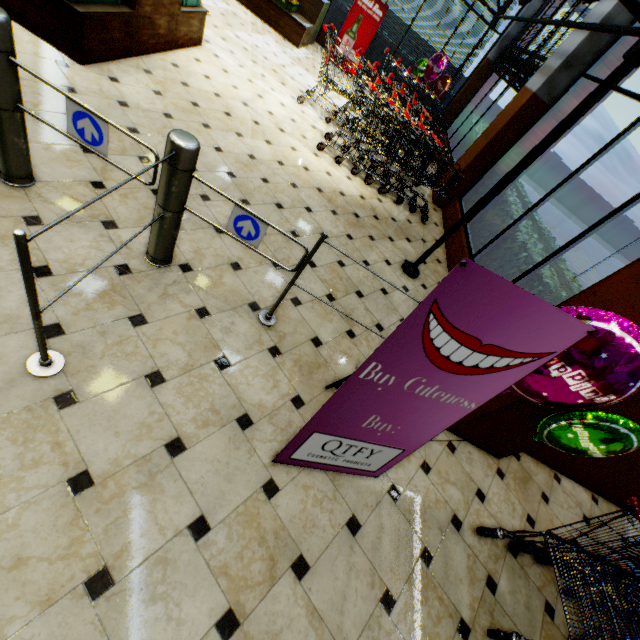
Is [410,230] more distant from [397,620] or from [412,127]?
[397,620]

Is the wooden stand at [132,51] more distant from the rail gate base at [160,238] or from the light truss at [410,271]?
the rail gate base at [160,238]

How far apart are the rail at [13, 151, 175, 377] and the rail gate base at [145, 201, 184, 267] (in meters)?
0.04

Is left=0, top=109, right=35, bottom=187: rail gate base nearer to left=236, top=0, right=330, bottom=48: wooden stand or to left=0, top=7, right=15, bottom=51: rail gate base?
left=0, top=7, right=15, bottom=51: rail gate base

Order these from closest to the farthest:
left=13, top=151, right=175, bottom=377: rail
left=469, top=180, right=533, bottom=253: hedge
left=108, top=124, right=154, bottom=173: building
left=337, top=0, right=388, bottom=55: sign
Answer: left=13, top=151, right=175, bottom=377: rail < left=108, top=124, right=154, bottom=173: building < left=469, top=180, right=533, bottom=253: hedge < left=337, top=0, right=388, bottom=55: sign

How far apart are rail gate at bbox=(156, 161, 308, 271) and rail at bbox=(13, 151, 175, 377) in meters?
0.1 m

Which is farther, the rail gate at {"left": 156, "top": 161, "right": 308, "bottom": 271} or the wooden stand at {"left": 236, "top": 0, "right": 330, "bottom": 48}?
the wooden stand at {"left": 236, "top": 0, "right": 330, "bottom": 48}

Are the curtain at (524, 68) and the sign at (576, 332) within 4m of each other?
no
